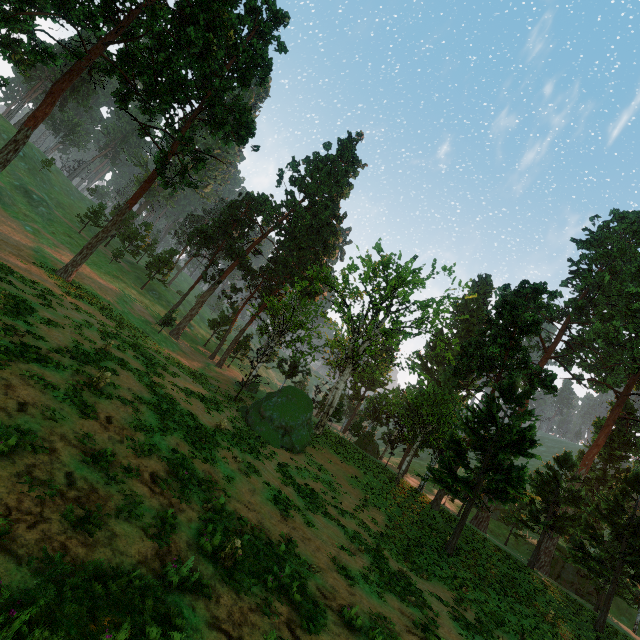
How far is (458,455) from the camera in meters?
25.1

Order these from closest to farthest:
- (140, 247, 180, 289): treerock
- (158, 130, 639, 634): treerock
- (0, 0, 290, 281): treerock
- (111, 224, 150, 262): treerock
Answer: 1. (0, 0, 290, 281): treerock
2. (158, 130, 639, 634): treerock
3. (111, 224, 150, 262): treerock
4. (140, 247, 180, 289): treerock

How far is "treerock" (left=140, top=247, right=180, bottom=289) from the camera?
51.9 meters

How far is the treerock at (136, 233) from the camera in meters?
49.9

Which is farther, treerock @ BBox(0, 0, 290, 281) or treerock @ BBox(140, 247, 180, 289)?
treerock @ BBox(140, 247, 180, 289)
